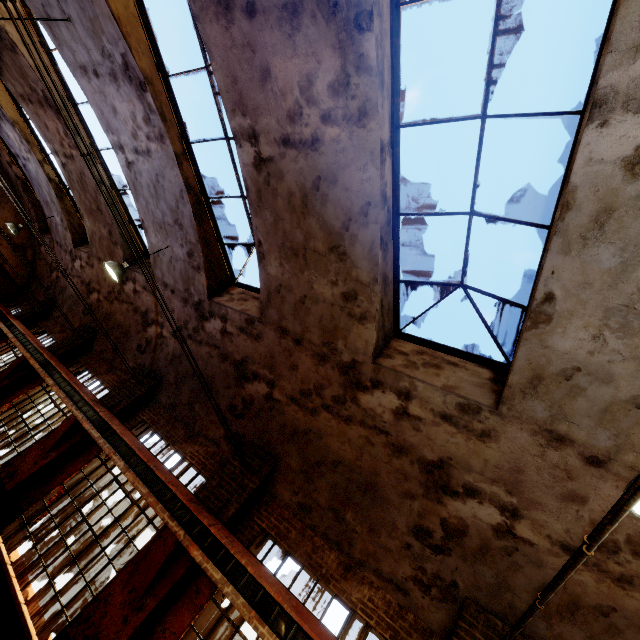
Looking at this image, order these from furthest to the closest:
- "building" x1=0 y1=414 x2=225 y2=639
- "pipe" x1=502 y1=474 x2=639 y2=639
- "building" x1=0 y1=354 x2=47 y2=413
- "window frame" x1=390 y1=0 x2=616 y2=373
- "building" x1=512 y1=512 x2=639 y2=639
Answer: "building" x1=0 y1=354 x2=47 y2=413
"building" x1=0 y1=414 x2=225 y2=639
"building" x1=512 y1=512 x2=639 y2=639
"window frame" x1=390 y1=0 x2=616 y2=373
"pipe" x1=502 y1=474 x2=639 y2=639

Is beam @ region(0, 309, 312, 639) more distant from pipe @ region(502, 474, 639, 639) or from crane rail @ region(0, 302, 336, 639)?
pipe @ region(502, 474, 639, 639)

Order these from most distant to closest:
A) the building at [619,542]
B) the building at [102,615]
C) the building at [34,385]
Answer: the building at [34,385], the building at [102,615], the building at [619,542]

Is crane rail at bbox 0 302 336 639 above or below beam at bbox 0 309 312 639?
above

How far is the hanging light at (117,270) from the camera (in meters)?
7.82

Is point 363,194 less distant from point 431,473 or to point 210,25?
point 210,25

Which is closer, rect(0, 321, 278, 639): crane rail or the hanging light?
rect(0, 321, 278, 639): crane rail

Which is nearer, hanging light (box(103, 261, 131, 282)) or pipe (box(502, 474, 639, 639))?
pipe (box(502, 474, 639, 639))
